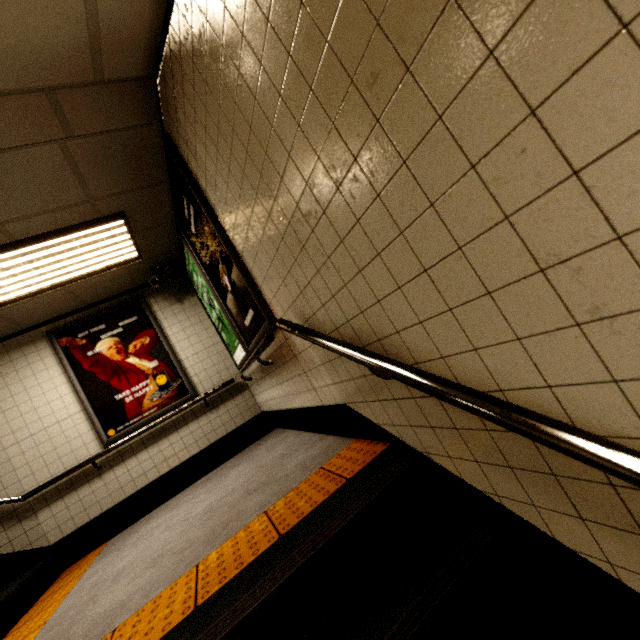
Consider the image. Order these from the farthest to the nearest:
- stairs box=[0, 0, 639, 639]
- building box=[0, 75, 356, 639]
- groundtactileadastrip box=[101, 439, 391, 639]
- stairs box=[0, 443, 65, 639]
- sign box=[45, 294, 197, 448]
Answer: sign box=[45, 294, 197, 448]
stairs box=[0, 443, 65, 639]
building box=[0, 75, 356, 639]
groundtactileadastrip box=[101, 439, 391, 639]
stairs box=[0, 0, 639, 639]

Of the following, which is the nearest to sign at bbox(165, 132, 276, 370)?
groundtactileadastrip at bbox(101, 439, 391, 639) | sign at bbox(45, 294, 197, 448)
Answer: groundtactileadastrip at bbox(101, 439, 391, 639)

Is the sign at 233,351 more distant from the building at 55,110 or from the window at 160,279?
the window at 160,279

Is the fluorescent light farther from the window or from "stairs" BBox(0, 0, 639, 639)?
"stairs" BBox(0, 0, 639, 639)

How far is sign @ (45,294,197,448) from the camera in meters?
→ 4.4

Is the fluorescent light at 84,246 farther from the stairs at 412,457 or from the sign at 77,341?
the stairs at 412,457

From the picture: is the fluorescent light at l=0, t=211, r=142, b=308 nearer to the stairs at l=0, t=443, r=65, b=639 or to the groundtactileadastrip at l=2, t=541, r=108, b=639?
the stairs at l=0, t=443, r=65, b=639

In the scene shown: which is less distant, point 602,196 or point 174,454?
point 602,196
